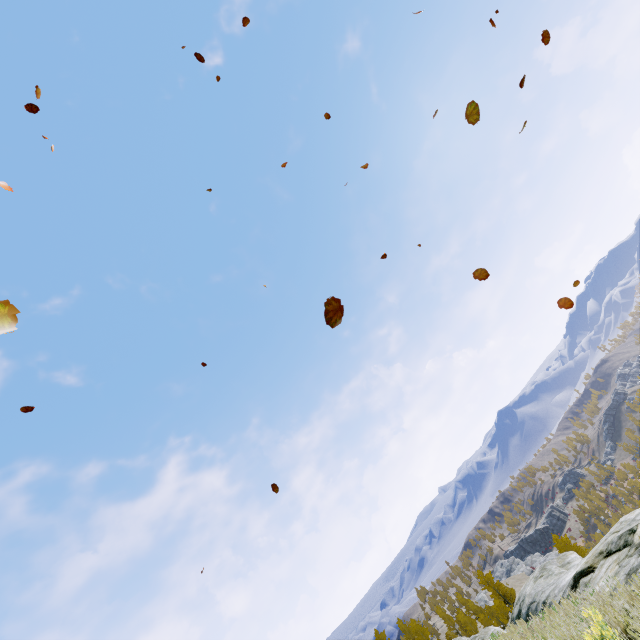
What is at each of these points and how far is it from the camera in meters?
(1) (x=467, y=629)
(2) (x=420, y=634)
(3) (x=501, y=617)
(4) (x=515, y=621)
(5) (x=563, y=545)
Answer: (1) instancedfoliageactor, 56.8 m
(2) instancedfoliageactor, 52.9 m
(3) instancedfoliageactor, 43.7 m
(4) rock, 15.4 m
(5) instancedfoliageactor, 45.9 m

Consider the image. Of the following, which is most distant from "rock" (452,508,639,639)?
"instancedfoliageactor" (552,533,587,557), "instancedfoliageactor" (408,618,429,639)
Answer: "instancedfoliageactor" (408,618,429,639)

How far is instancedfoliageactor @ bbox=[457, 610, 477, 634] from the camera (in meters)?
56.38

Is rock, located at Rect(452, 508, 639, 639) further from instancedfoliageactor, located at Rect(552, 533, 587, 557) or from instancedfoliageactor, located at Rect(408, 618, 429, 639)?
instancedfoliageactor, located at Rect(408, 618, 429, 639)

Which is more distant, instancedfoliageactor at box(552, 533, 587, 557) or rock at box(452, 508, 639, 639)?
instancedfoliageactor at box(552, 533, 587, 557)

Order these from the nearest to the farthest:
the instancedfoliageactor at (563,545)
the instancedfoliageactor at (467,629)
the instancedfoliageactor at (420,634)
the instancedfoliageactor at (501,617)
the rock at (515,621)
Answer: the rock at (515,621), the instancedfoliageactor at (501,617), the instancedfoliageactor at (563,545), the instancedfoliageactor at (420,634), the instancedfoliageactor at (467,629)

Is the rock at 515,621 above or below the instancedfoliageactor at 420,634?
below
